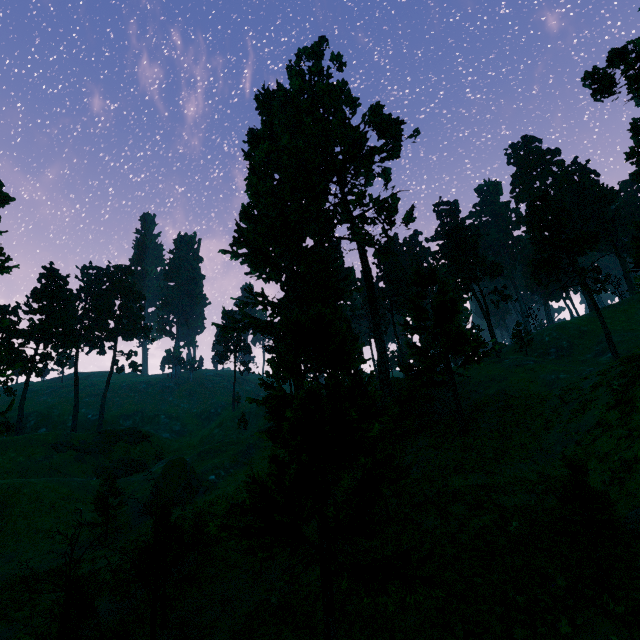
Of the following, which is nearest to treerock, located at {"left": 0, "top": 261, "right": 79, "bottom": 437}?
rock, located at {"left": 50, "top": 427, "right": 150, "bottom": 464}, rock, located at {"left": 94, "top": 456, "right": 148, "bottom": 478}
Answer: rock, located at {"left": 50, "top": 427, "right": 150, "bottom": 464}

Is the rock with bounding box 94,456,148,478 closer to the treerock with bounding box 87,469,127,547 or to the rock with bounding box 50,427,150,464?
the rock with bounding box 50,427,150,464

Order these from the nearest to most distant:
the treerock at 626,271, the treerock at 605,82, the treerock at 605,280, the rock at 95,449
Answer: the treerock at 626,271, the treerock at 605,82, the treerock at 605,280, the rock at 95,449

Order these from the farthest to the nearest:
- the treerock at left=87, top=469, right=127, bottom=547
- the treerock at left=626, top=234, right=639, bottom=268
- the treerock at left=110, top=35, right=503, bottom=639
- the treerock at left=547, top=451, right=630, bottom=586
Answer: the treerock at left=626, top=234, right=639, bottom=268 → the treerock at left=87, top=469, right=127, bottom=547 → the treerock at left=547, top=451, right=630, bottom=586 → the treerock at left=110, top=35, right=503, bottom=639

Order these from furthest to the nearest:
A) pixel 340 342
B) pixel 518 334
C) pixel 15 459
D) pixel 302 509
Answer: pixel 518 334
pixel 15 459
pixel 340 342
pixel 302 509

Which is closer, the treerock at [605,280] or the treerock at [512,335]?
the treerock at [605,280]

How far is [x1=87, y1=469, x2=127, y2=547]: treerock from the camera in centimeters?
1446cm

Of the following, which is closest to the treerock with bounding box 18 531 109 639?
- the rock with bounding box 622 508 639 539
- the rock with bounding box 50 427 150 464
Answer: the rock with bounding box 622 508 639 539
